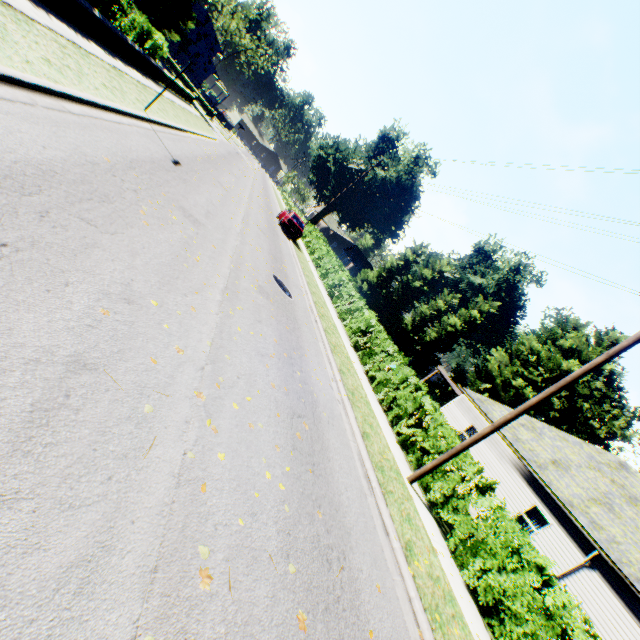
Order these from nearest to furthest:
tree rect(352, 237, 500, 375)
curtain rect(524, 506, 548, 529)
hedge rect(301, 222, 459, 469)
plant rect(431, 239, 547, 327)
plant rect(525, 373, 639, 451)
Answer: hedge rect(301, 222, 459, 469)
curtain rect(524, 506, 548, 529)
plant rect(525, 373, 639, 451)
tree rect(352, 237, 500, 375)
plant rect(431, 239, 547, 327)

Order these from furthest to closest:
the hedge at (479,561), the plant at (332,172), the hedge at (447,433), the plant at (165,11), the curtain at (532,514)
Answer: the plant at (332,172) → the plant at (165,11) → the curtain at (532,514) → the hedge at (447,433) → the hedge at (479,561)

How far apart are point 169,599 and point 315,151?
59.1m

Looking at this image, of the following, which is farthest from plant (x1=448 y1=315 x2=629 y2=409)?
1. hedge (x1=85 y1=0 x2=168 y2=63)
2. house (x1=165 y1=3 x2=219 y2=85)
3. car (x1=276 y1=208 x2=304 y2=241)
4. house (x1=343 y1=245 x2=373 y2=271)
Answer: car (x1=276 y1=208 x2=304 y2=241)

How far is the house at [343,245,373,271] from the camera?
52.5m

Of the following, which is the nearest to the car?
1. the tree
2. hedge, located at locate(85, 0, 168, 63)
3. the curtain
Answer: hedge, located at locate(85, 0, 168, 63)

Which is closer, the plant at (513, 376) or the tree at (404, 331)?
the plant at (513, 376)

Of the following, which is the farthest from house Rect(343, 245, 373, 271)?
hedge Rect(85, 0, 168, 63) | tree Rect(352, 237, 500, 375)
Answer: hedge Rect(85, 0, 168, 63)
